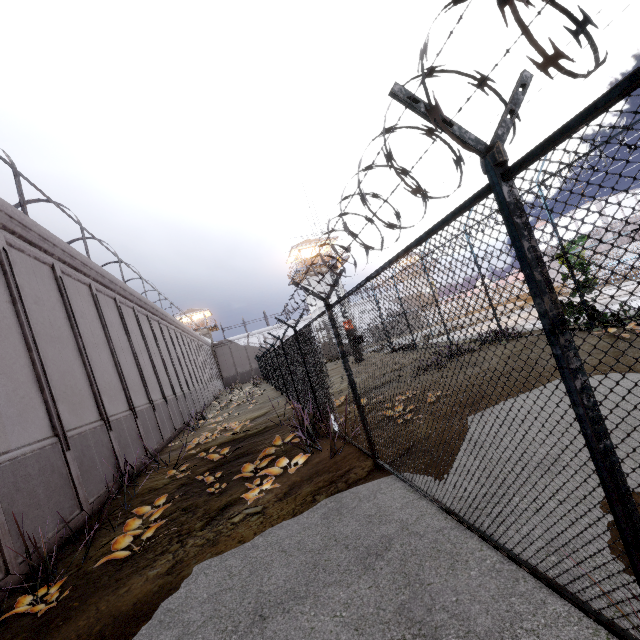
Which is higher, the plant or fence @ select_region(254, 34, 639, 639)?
fence @ select_region(254, 34, 639, 639)

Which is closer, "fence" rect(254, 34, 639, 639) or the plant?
"fence" rect(254, 34, 639, 639)

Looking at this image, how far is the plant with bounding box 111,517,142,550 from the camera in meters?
5.1

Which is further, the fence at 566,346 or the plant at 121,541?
the plant at 121,541

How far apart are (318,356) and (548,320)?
48.77m
